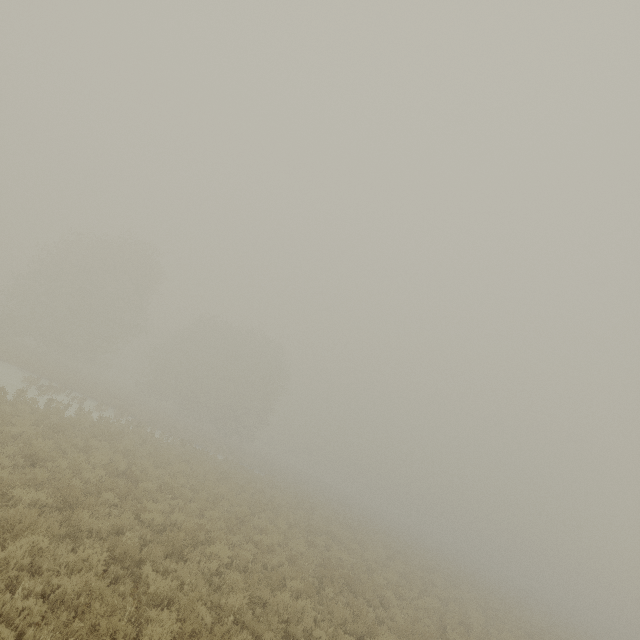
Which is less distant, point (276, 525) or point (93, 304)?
point (276, 525)
